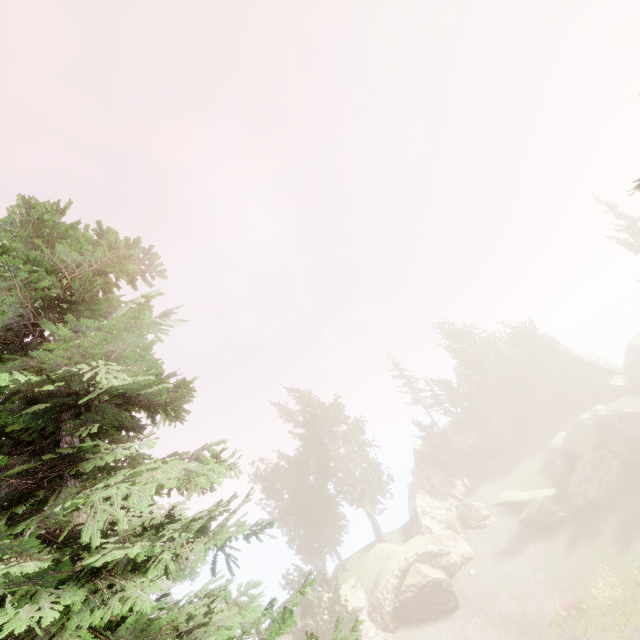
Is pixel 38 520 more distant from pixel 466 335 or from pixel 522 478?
pixel 466 335

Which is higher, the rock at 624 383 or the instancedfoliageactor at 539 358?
the instancedfoliageactor at 539 358

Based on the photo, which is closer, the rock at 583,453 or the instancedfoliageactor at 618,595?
the instancedfoliageactor at 618,595

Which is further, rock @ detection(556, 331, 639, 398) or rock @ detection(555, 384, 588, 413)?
rock @ detection(555, 384, 588, 413)

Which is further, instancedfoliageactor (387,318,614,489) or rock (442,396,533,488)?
instancedfoliageactor (387,318,614,489)

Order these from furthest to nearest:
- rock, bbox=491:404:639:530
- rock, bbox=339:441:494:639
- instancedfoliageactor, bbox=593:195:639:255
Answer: instancedfoliageactor, bbox=593:195:639:255 → rock, bbox=491:404:639:530 → rock, bbox=339:441:494:639

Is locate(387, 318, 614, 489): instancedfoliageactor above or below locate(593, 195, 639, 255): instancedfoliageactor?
below

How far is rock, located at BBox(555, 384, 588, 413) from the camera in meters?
47.1
